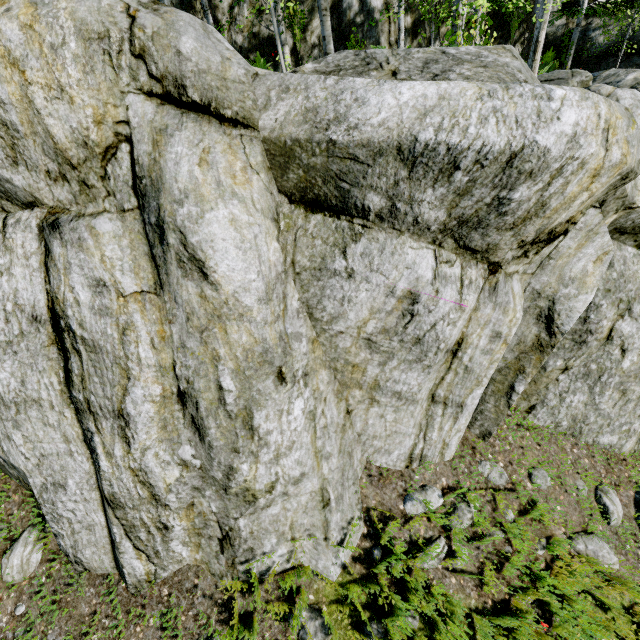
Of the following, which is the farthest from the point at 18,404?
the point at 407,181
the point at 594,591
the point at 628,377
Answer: the point at 628,377

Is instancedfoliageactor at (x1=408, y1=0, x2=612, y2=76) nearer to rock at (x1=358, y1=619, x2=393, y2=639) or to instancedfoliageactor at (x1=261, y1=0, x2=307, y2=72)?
rock at (x1=358, y1=619, x2=393, y2=639)

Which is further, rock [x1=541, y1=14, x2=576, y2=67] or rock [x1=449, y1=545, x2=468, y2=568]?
rock [x1=541, y1=14, x2=576, y2=67]

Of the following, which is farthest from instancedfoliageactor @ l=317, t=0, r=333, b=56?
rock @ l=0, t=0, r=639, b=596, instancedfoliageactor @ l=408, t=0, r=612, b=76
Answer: instancedfoliageactor @ l=408, t=0, r=612, b=76

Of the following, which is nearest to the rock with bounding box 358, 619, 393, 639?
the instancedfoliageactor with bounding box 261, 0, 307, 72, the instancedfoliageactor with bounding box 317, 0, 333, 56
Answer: the instancedfoliageactor with bounding box 261, 0, 307, 72

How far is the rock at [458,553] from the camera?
3.9m

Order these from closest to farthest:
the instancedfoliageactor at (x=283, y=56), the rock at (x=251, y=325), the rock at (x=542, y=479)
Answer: the rock at (x=251, y=325) → the rock at (x=542, y=479) → the instancedfoliageactor at (x=283, y=56)
